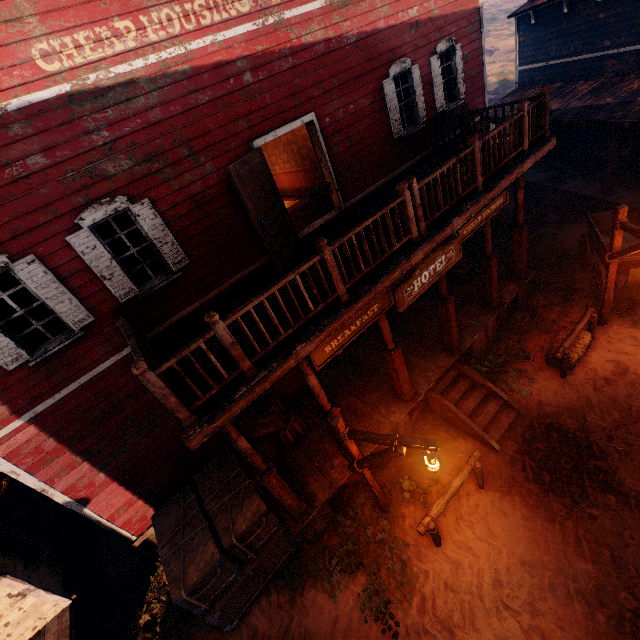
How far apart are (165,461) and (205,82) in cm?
807

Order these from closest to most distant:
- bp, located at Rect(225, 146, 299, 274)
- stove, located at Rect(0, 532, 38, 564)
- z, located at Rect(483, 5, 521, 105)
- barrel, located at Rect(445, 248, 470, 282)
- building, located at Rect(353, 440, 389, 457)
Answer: bp, located at Rect(225, 146, 299, 274) < stove, located at Rect(0, 532, 38, 564) < building, located at Rect(353, 440, 389, 457) < barrel, located at Rect(445, 248, 470, 282) < z, located at Rect(483, 5, 521, 105)

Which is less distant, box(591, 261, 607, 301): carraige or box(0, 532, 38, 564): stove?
box(0, 532, 38, 564): stove

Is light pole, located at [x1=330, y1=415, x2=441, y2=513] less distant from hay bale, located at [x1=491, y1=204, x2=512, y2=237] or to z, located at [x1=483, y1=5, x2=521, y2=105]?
z, located at [x1=483, y1=5, x2=521, y2=105]

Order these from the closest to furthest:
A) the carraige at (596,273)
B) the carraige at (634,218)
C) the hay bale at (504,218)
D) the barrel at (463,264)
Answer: the carraige at (596,273) → the carraige at (634,218) → the barrel at (463,264) → the hay bale at (504,218)

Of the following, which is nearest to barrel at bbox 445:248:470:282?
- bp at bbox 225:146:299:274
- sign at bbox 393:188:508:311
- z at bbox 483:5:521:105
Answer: z at bbox 483:5:521:105

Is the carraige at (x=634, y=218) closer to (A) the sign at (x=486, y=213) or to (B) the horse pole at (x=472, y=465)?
(A) the sign at (x=486, y=213)

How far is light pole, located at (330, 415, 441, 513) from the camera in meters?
4.9 m
